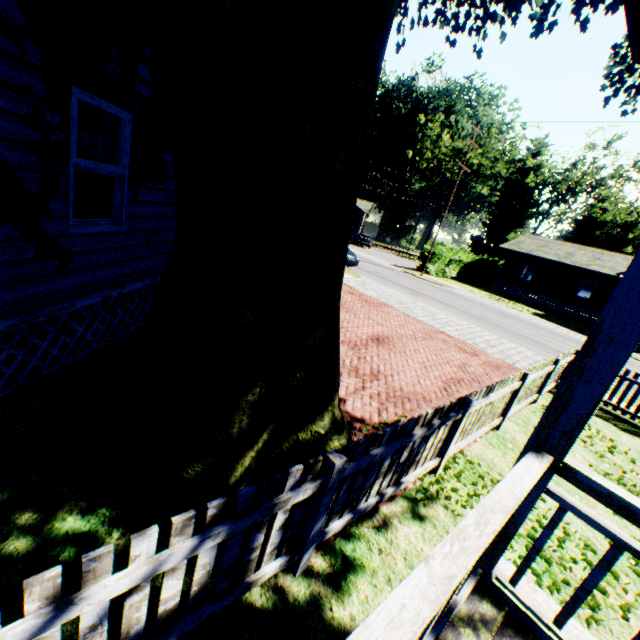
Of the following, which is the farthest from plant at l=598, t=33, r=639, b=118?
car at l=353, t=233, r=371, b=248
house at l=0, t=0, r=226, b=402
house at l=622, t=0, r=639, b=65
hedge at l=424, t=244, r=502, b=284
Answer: car at l=353, t=233, r=371, b=248

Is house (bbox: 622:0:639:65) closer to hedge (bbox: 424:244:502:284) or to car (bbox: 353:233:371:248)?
hedge (bbox: 424:244:502:284)

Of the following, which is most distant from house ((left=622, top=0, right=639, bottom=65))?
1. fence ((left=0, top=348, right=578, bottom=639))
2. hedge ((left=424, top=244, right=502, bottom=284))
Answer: hedge ((left=424, top=244, right=502, bottom=284))

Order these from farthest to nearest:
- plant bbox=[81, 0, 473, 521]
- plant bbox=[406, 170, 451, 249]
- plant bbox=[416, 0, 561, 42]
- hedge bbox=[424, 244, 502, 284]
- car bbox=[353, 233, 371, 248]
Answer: plant bbox=[406, 170, 451, 249] → car bbox=[353, 233, 371, 248] → hedge bbox=[424, 244, 502, 284] → plant bbox=[416, 0, 561, 42] → plant bbox=[81, 0, 473, 521]

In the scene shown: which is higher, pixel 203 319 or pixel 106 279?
pixel 203 319

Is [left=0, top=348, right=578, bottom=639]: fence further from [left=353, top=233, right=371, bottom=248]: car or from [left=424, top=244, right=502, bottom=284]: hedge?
[left=353, top=233, right=371, bottom=248]: car

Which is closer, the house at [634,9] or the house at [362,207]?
the house at [634,9]

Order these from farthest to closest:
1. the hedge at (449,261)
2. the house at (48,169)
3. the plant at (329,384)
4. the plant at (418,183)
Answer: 1. the plant at (418,183)
2. the hedge at (449,261)
3. the house at (48,169)
4. the plant at (329,384)
